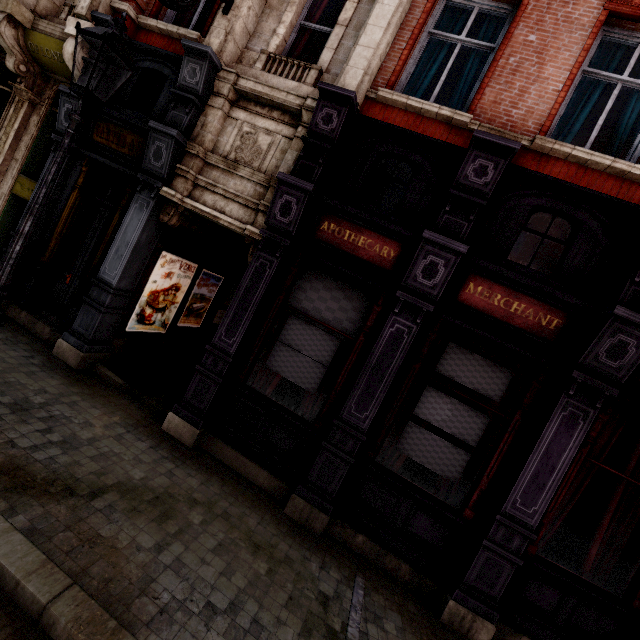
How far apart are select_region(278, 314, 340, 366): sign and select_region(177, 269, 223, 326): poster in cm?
377

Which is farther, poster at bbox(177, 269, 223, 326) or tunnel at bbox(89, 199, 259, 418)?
poster at bbox(177, 269, 223, 326)

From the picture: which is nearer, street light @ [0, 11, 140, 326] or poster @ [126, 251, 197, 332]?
street light @ [0, 11, 140, 326]

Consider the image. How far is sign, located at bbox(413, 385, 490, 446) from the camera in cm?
479

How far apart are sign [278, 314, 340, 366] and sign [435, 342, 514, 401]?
1.3m

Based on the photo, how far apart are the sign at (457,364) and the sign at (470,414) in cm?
29

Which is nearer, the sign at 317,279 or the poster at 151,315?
the sign at 317,279

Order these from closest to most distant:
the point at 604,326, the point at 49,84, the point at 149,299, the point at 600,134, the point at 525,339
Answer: the point at 604,326 < the point at 525,339 < the point at 600,134 < the point at 149,299 < the point at 49,84
